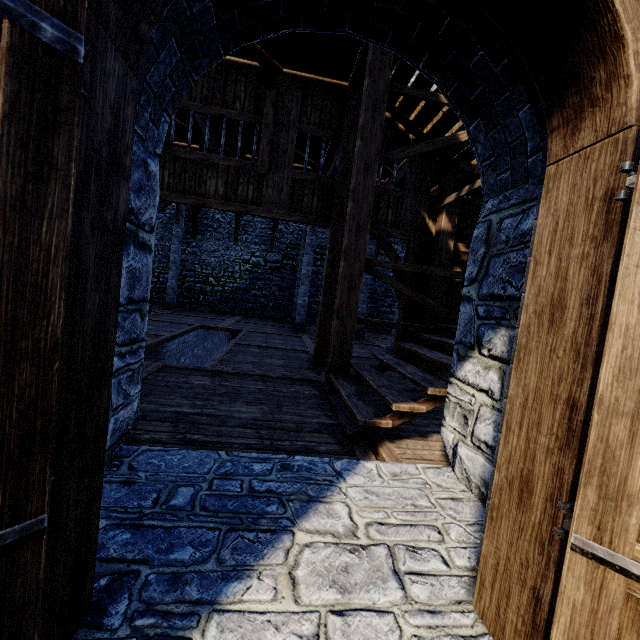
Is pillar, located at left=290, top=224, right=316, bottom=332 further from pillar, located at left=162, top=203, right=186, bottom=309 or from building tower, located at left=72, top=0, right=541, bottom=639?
pillar, located at left=162, top=203, right=186, bottom=309

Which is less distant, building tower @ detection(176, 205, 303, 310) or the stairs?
the stairs

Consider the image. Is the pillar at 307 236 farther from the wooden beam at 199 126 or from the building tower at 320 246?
the building tower at 320 246

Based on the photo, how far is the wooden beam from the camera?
8.0 meters

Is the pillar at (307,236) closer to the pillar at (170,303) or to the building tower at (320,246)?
the building tower at (320,246)

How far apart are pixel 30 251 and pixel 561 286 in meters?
1.7

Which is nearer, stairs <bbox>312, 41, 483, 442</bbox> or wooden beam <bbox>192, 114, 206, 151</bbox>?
stairs <bbox>312, 41, 483, 442</bbox>

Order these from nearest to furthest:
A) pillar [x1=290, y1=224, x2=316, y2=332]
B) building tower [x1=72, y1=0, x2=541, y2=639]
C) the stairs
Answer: building tower [x1=72, y1=0, x2=541, y2=639]
the stairs
pillar [x1=290, y1=224, x2=316, y2=332]
